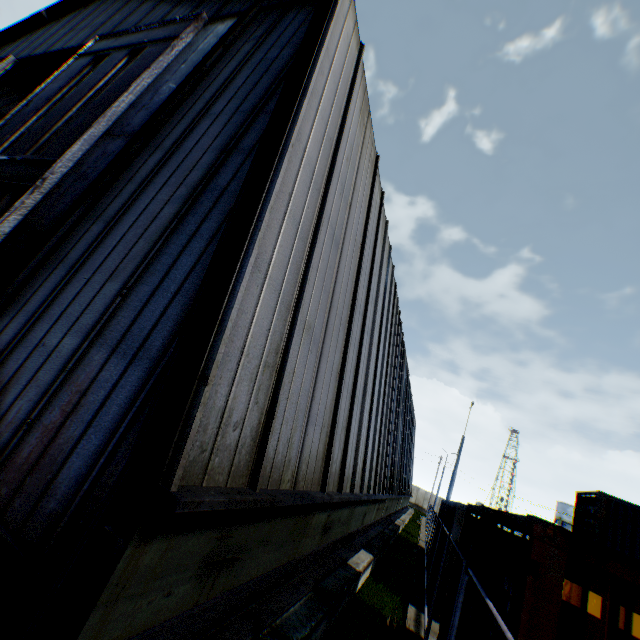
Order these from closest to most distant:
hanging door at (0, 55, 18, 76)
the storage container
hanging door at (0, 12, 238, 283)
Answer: the storage container < hanging door at (0, 12, 238, 283) < hanging door at (0, 55, 18, 76)

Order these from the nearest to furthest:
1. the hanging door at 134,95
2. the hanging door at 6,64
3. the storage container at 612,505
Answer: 1. the storage container at 612,505
2. the hanging door at 134,95
3. the hanging door at 6,64

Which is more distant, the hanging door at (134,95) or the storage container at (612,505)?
the hanging door at (134,95)

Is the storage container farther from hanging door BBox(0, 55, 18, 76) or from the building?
hanging door BBox(0, 55, 18, 76)

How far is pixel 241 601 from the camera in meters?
4.0 m

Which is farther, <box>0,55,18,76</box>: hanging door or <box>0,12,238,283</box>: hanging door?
<box>0,55,18,76</box>: hanging door
